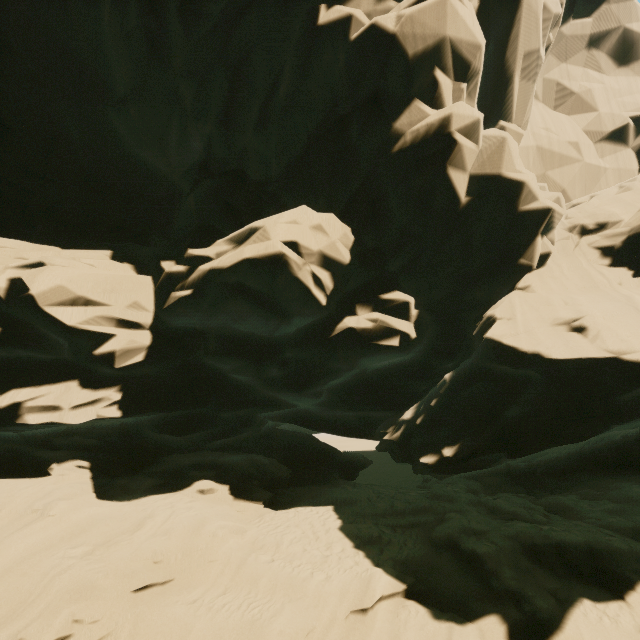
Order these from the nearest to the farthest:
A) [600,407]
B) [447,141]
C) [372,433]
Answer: [600,407] → [447,141] → [372,433]
